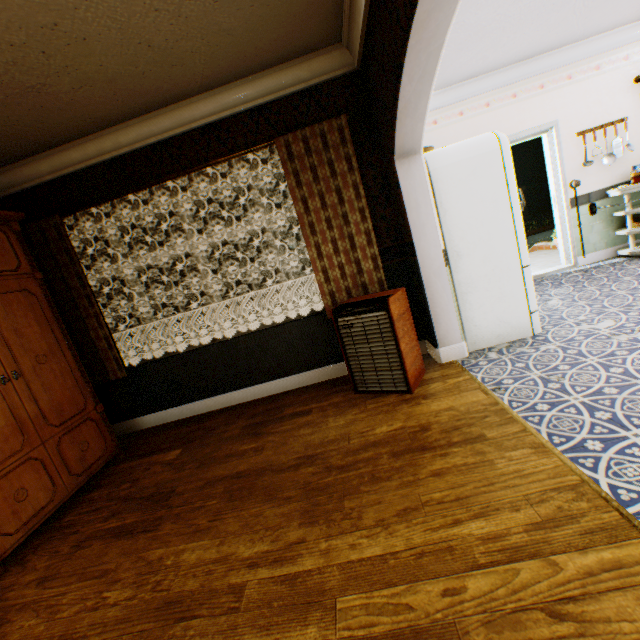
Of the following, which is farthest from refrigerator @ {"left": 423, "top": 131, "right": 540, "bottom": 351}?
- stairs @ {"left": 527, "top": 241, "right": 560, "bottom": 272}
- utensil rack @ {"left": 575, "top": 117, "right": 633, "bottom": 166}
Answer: → utensil rack @ {"left": 575, "top": 117, "right": 633, "bottom": 166}

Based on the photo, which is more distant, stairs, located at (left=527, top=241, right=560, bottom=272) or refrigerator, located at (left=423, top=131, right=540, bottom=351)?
stairs, located at (left=527, top=241, right=560, bottom=272)

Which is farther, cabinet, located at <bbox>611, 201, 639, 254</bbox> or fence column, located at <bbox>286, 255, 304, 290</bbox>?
fence column, located at <bbox>286, 255, 304, 290</bbox>

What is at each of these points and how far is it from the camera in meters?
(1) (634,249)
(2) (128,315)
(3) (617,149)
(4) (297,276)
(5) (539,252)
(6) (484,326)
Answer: (1) cabinet, 4.9
(2) fence column, 20.7
(3) utensil rack, 4.9
(4) fence column, 19.7
(5) stairs, 7.4
(6) refrigerator, 3.3

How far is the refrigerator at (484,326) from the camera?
3.0 meters

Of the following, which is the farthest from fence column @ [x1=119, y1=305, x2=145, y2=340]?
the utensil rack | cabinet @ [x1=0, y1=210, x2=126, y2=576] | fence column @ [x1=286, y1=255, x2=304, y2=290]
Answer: the utensil rack

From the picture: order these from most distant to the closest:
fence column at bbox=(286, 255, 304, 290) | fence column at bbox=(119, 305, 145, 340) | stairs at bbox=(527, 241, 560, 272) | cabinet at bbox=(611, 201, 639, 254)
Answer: fence column at bbox=(119, 305, 145, 340) → fence column at bbox=(286, 255, 304, 290) → stairs at bbox=(527, 241, 560, 272) → cabinet at bbox=(611, 201, 639, 254)

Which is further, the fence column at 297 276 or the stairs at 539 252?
the fence column at 297 276
